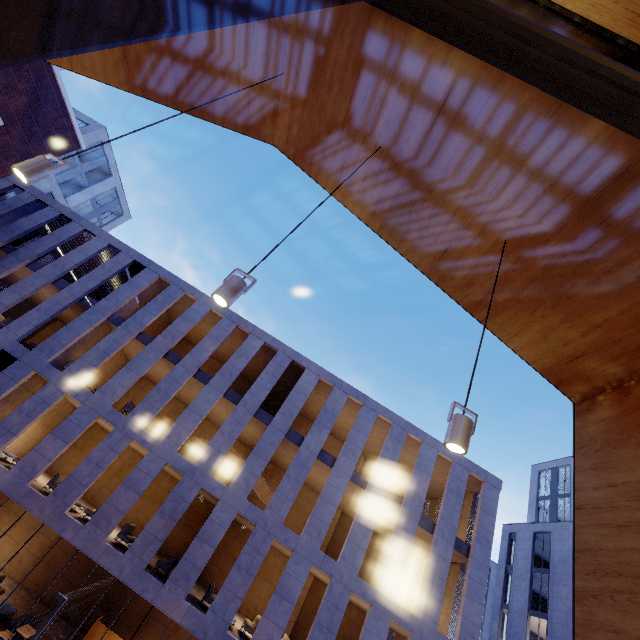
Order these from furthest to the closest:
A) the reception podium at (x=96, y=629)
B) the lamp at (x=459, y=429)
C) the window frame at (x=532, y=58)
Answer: the reception podium at (x=96, y=629) → the lamp at (x=459, y=429) → the window frame at (x=532, y=58)

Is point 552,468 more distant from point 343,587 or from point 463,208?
point 463,208

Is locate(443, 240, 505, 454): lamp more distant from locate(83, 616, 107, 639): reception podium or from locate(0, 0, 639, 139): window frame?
locate(83, 616, 107, 639): reception podium

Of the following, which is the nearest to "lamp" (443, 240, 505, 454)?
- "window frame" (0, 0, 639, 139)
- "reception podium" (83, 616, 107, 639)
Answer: "window frame" (0, 0, 639, 139)

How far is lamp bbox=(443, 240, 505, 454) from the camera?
2.2 meters

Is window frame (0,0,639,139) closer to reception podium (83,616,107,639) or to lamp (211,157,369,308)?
lamp (211,157,369,308)

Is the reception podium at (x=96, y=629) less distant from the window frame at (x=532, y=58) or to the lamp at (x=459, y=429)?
the lamp at (x=459, y=429)

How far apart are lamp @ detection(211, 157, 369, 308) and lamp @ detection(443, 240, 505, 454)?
1.8 meters
